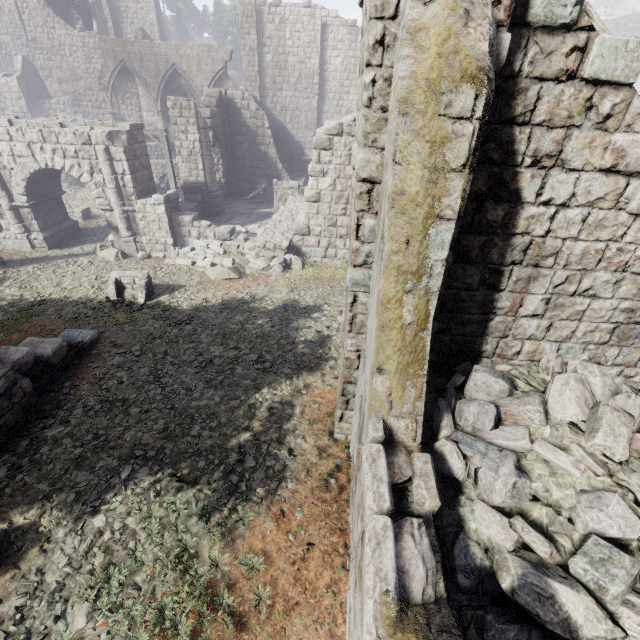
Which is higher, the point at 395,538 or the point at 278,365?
the point at 395,538

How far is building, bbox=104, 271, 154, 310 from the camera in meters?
10.7 m

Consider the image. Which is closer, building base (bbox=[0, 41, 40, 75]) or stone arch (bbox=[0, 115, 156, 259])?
stone arch (bbox=[0, 115, 156, 259])

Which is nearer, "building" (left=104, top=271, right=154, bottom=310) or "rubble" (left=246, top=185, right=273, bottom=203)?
"building" (left=104, top=271, right=154, bottom=310)

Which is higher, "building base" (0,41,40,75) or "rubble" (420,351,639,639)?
"building base" (0,41,40,75)

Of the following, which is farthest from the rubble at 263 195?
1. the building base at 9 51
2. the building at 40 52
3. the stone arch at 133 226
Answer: the building base at 9 51

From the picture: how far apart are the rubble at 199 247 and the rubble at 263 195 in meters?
7.8 m

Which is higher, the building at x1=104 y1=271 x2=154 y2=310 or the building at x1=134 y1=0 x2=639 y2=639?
the building at x1=134 y1=0 x2=639 y2=639
